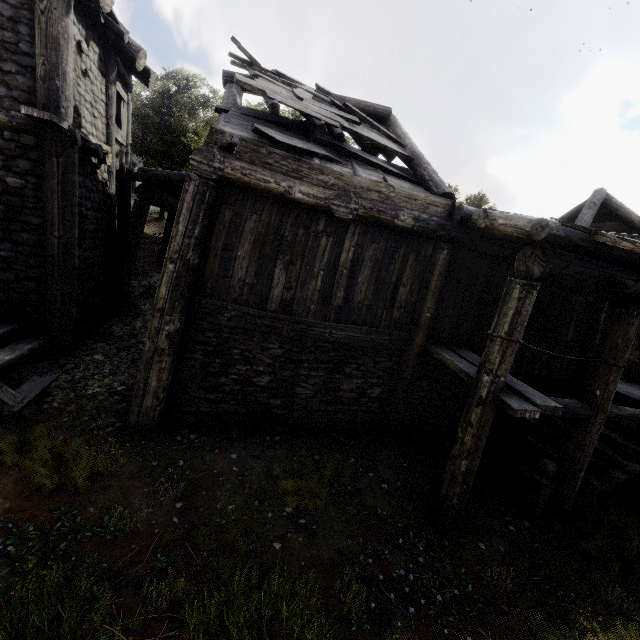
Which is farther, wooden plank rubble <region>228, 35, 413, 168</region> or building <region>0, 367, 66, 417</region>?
wooden plank rubble <region>228, 35, 413, 168</region>

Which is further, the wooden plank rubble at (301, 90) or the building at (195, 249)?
the wooden plank rubble at (301, 90)

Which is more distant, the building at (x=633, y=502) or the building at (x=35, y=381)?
the building at (x=633, y=502)

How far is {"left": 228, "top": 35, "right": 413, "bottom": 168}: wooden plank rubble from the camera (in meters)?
6.46

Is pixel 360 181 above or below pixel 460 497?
above

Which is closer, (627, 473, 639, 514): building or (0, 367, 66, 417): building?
(0, 367, 66, 417): building

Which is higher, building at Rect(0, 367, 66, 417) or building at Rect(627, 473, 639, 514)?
building at Rect(0, 367, 66, 417)
